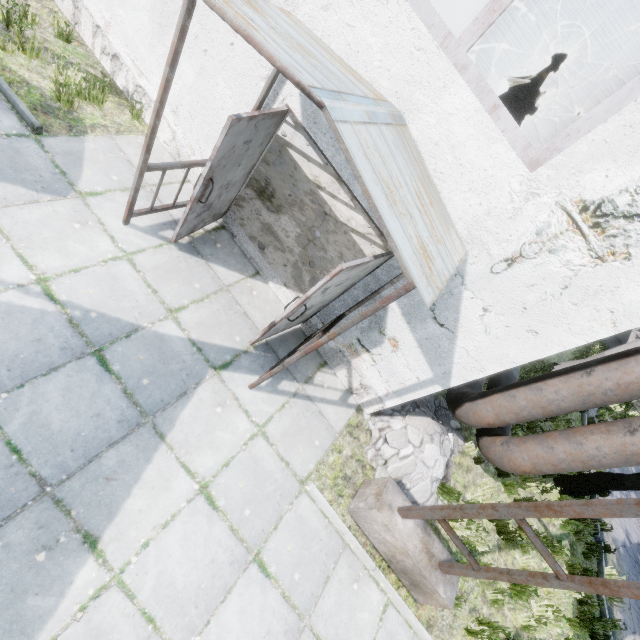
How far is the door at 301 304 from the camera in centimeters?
356cm

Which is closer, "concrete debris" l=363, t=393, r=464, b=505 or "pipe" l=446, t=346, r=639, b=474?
"pipe" l=446, t=346, r=639, b=474

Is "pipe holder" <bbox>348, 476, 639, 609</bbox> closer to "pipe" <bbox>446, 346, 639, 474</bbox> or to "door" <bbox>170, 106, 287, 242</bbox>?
"pipe" <bbox>446, 346, 639, 474</bbox>

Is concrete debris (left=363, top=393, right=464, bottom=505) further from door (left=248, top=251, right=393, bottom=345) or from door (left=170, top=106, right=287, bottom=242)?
door (left=170, top=106, right=287, bottom=242)

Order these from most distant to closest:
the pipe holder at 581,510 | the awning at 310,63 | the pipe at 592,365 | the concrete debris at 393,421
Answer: the concrete debris at 393,421, the pipe at 592,365, the pipe holder at 581,510, the awning at 310,63

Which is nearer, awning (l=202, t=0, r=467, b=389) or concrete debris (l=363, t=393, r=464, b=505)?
awning (l=202, t=0, r=467, b=389)

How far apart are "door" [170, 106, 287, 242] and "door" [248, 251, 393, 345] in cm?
170

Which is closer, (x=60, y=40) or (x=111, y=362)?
(x=111, y=362)
